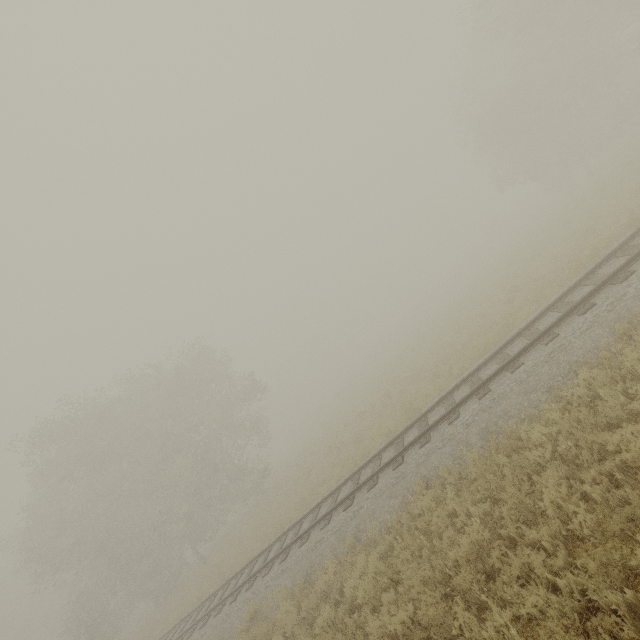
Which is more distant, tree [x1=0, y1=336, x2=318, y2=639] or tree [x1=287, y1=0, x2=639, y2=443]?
tree [x1=0, y1=336, x2=318, y2=639]

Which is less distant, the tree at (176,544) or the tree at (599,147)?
the tree at (599,147)

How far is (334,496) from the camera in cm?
1330
